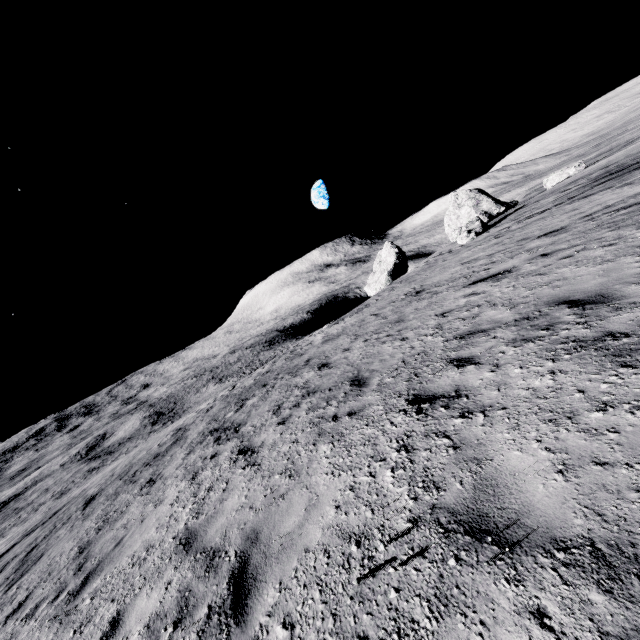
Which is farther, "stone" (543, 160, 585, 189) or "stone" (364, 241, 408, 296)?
"stone" (364, 241, 408, 296)

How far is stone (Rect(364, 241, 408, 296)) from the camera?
41.44m

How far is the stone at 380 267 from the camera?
41.4m

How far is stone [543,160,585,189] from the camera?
29.2 meters

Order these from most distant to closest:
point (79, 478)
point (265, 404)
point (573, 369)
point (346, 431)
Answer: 1. point (79, 478)
2. point (265, 404)
3. point (346, 431)
4. point (573, 369)

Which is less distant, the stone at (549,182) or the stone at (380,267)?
the stone at (549,182)
